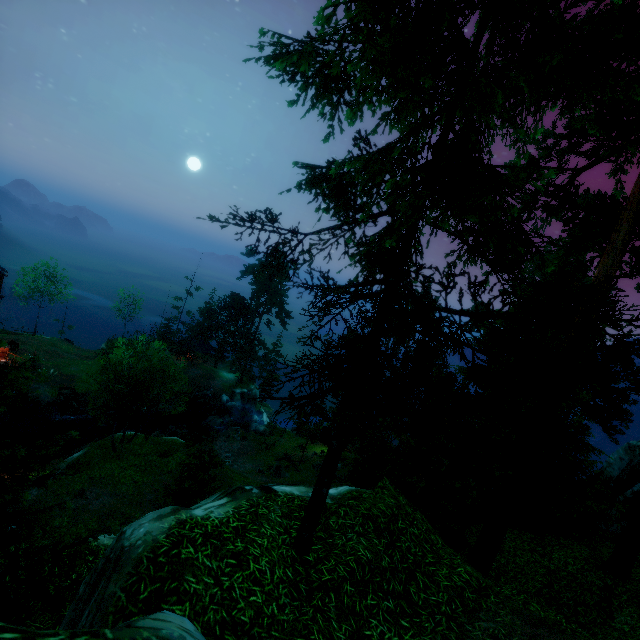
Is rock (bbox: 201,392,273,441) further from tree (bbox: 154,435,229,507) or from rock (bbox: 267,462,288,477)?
rock (bbox: 267,462,288,477)

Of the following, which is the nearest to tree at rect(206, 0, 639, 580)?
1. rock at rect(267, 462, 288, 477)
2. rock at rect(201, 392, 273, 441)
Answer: rock at rect(267, 462, 288, 477)

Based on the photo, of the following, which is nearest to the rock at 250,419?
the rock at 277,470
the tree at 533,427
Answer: the tree at 533,427

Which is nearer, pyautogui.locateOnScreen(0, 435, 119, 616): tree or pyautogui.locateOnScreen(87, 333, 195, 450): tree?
pyautogui.locateOnScreen(0, 435, 119, 616): tree

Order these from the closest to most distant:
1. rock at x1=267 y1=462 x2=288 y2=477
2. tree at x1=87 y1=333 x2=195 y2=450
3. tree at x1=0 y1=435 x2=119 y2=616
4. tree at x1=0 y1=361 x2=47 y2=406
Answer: tree at x1=0 y1=361 x2=47 y2=406, tree at x1=0 y1=435 x2=119 y2=616, tree at x1=87 y1=333 x2=195 y2=450, rock at x1=267 y1=462 x2=288 y2=477

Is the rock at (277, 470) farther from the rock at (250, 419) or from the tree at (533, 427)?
the rock at (250, 419)

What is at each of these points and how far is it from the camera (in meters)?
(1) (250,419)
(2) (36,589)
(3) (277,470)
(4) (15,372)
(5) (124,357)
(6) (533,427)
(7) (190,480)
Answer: (1) rock, 51.09
(2) tree, 8.15
(3) rock, 31.75
(4) tree, 5.98
(5) tree, 23.80
(6) tree, 11.28
(7) tree, 19.62
